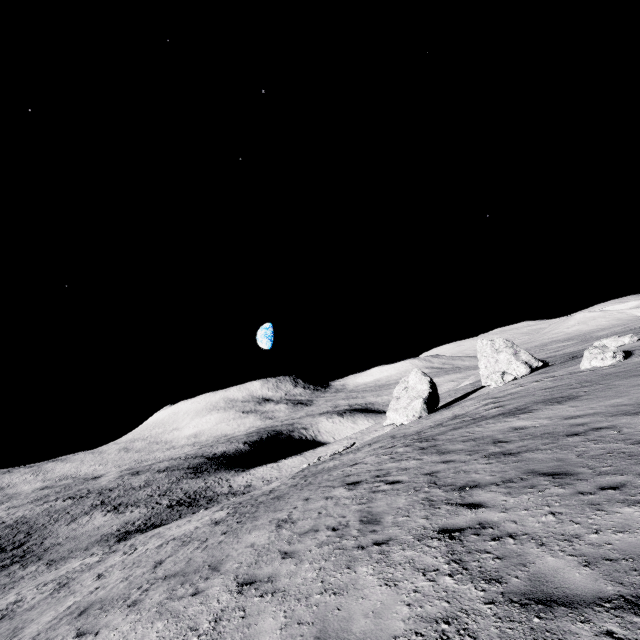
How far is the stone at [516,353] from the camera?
37.00m

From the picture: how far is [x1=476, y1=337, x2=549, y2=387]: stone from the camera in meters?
37.0 m

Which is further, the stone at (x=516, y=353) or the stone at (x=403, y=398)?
the stone at (x=516, y=353)

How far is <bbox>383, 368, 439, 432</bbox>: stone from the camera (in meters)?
35.88

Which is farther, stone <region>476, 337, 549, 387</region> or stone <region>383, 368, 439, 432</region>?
A: stone <region>476, 337, 549, 387</region>

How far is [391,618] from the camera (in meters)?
4.06
